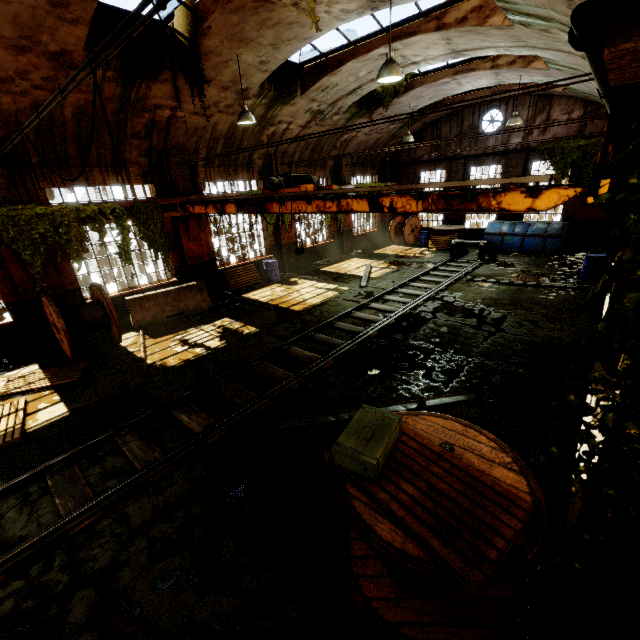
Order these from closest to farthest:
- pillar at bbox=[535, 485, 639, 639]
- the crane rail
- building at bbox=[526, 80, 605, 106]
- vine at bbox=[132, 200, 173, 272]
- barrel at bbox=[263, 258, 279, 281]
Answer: the crane rail < pillar at bbox=[535, 485, 639, 639] < vine at bbox=[132, 200, 173, 272] < building at bbox=[526, 80, 605, 106] < barrel at bbox=[263, 258, 279, 281]

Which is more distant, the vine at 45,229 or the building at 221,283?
the building at 221,283

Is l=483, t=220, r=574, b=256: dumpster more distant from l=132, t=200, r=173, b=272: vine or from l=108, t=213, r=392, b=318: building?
l=132, t=200, r=173, b=272: vine

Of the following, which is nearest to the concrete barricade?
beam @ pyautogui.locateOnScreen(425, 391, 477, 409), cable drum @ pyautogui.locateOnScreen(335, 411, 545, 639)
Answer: beam @ pyautogui.locateOnScreen(425, 391, 477, 409)

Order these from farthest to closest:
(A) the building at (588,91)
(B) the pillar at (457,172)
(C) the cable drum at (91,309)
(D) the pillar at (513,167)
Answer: (B) the pillar at (457,172) → (D) the pillar at (513,167) → (A) the building at (588,91) → (C) the cable drum at (91,309)

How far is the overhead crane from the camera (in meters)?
4.59

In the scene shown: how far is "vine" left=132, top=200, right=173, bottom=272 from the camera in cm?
1057

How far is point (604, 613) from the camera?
1.93m
